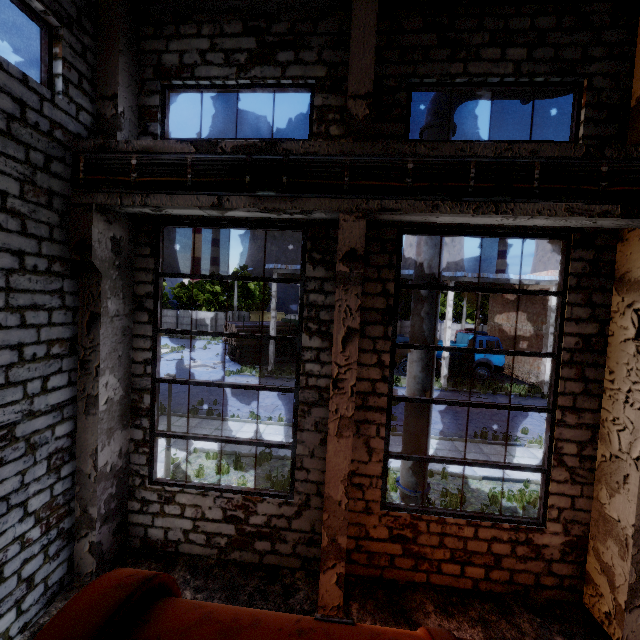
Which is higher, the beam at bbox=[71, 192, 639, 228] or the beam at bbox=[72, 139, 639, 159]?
the beam at bbox=[72, 139, 639, 159]

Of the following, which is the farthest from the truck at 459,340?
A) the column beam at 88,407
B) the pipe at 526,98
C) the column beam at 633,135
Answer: the column beam at 633,135

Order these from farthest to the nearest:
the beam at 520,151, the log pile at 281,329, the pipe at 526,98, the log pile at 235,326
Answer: the log pile at 281,329 < the log pile at 235,326 < the pipe at 526,98 < the beam at 520,151

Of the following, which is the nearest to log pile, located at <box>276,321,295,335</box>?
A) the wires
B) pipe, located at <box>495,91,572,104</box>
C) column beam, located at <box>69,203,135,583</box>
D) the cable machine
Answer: column beam, located at <box>69,203,135,583</box>

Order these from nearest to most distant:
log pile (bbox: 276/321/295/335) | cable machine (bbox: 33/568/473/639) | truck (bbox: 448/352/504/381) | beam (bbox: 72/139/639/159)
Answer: cable machine (bbox: 33/568/473/639)
beam (bbox: 72/139/639/159)
truck (bbox: 448/352/504/381)
log pile (bbox: 276/321/295/335)

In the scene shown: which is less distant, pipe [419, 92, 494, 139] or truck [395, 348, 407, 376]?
pipe [419, 92, 494, 139]

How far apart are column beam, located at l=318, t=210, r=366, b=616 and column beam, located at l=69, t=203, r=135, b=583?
3.8 meters

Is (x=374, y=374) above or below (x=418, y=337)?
below
